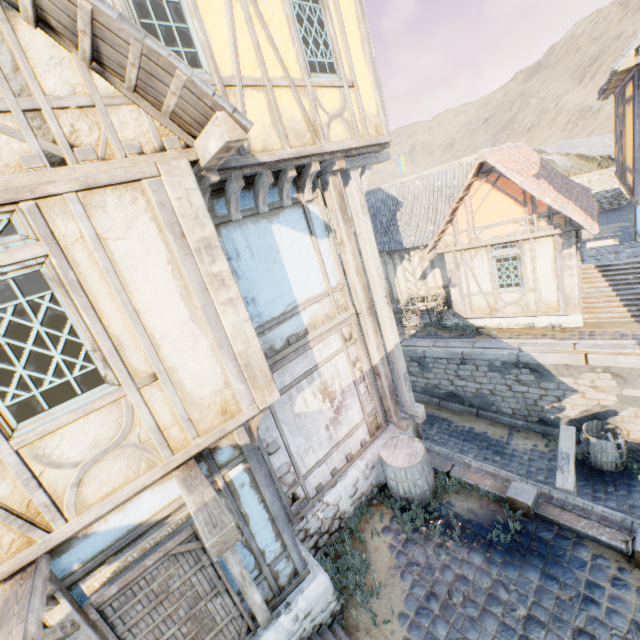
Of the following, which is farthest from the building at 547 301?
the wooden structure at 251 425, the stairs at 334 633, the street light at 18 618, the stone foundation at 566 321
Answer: the street light at 18 618

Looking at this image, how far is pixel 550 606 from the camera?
4.6m

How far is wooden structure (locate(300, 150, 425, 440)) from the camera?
6.06m

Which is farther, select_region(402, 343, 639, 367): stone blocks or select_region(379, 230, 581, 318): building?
select_region(379, 230, 581, 318): building

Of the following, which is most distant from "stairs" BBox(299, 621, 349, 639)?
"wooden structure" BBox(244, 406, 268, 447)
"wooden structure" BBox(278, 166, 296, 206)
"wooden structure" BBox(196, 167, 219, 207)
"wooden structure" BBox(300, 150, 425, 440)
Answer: "wooden structure" BBox(278, 166, 296, 206)

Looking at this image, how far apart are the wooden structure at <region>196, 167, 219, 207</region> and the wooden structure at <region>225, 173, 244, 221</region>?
0.54m

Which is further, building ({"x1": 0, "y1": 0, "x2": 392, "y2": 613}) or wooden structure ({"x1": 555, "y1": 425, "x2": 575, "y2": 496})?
wooden structure ({"x1": 555, "y1": 425, "x2": 575, "y2": 496})

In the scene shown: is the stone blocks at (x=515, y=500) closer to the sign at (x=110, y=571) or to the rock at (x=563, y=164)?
the rock at (x=563, y=164)
